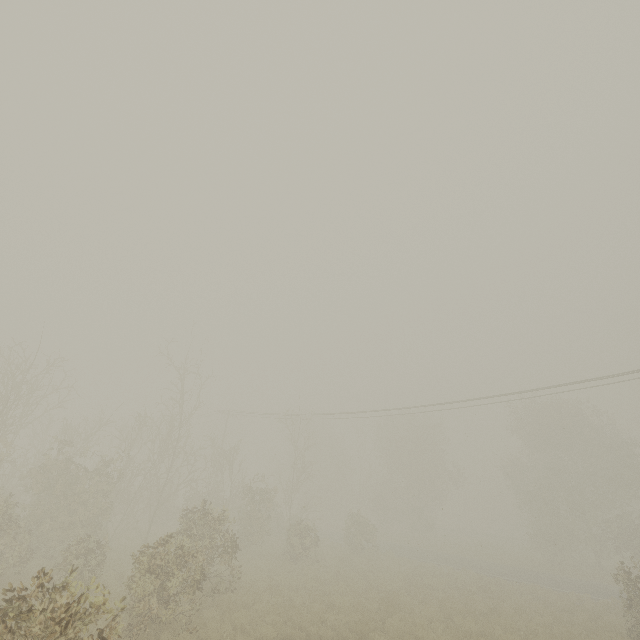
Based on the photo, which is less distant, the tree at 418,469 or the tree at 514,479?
the tree at 418,469

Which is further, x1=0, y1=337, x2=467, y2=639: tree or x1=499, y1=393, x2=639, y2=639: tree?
x1=499, y1=393, x2=639, y2=639: tree

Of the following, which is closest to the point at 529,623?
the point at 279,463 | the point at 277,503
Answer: the point at 277,503
